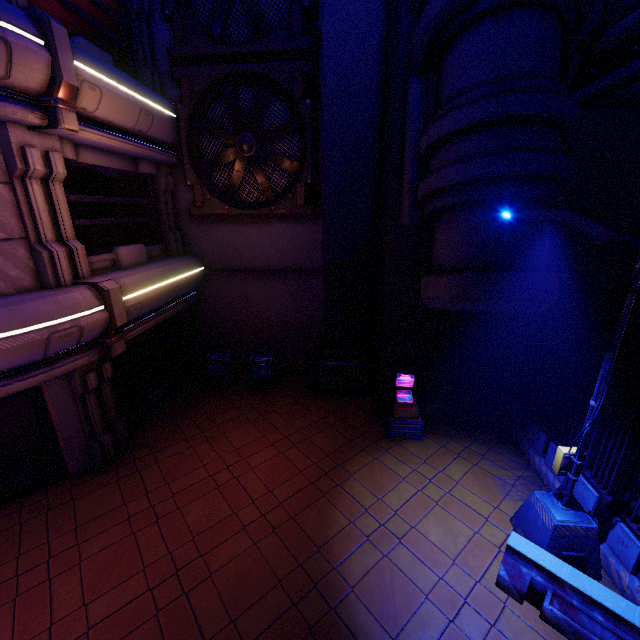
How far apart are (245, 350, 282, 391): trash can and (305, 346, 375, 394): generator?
1.2m

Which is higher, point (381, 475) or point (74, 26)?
point (74, 26)

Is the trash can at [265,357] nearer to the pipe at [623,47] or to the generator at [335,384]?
the generator at [335,384]

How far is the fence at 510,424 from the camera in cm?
683

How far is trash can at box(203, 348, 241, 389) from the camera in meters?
11.8

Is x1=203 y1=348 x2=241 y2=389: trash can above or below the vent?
below

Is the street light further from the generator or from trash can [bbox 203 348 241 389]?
trash can [bbox 203 348 241 389]

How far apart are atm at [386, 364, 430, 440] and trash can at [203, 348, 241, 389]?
5.7 meters
